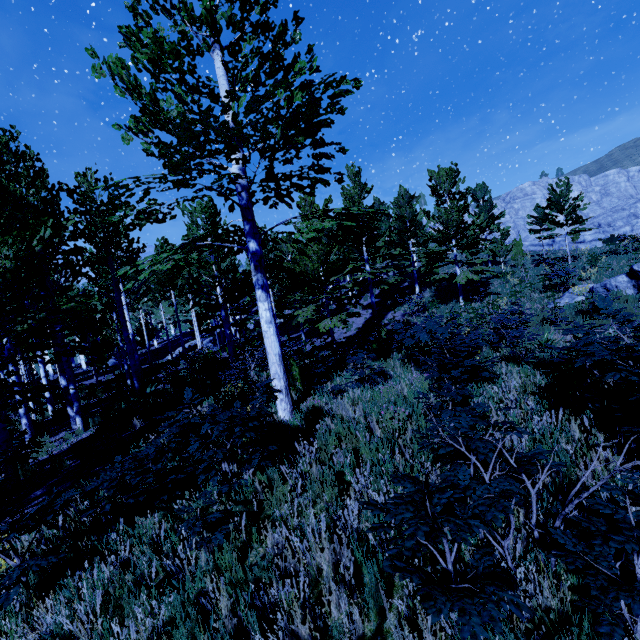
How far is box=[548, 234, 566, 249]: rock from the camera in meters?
57.4

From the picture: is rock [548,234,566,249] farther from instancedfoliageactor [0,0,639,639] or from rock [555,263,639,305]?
rock [555,263,639,305]

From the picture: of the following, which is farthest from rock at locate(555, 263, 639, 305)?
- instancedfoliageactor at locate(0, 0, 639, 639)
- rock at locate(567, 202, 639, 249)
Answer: rock at locate(567, 202, 639, 249)

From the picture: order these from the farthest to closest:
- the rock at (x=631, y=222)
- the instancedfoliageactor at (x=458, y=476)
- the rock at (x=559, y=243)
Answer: the rock at (x=559, y=243), the rock at (x=631, y=222), the instancedfoliageactor at (x=458, y=476)

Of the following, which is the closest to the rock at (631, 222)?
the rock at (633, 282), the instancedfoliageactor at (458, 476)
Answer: the instancedfoliageactor at (458, 476)

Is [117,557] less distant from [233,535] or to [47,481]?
[233,535]

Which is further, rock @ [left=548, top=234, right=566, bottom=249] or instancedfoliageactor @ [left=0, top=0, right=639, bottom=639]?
rock @ [left=548, top=234, right=566, bottom=249]
